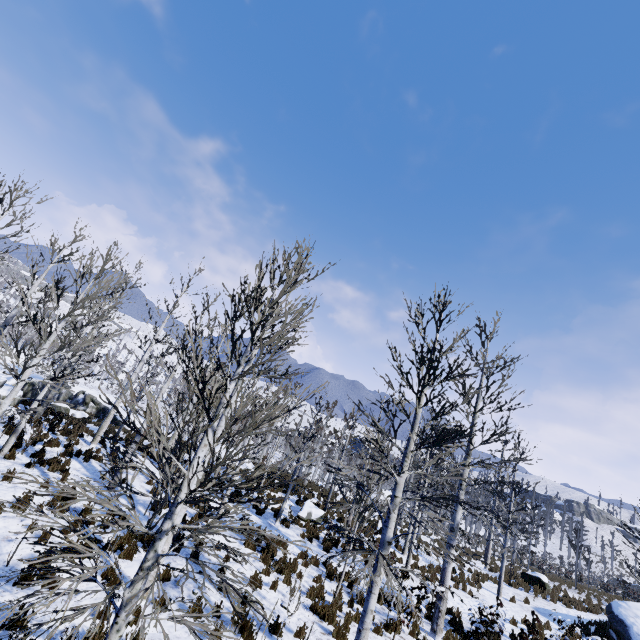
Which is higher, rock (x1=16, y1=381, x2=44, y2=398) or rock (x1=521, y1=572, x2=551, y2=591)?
rock (x1=521, y1=572, x2=551, y2=591)

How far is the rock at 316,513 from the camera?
17.1 meters

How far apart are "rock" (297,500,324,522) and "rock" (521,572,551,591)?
14.7m

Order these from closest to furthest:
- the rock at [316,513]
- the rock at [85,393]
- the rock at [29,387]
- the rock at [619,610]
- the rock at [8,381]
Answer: the rock at [619,610] → the rock at [8,381] → the rock at [316,513] → the rock at [29,387] → the rock at [85,393]

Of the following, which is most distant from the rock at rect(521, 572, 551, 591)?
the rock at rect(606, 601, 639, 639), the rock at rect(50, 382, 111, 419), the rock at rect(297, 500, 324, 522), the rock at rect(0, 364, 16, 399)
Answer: the rock at rect(50, 382, 111, 419)

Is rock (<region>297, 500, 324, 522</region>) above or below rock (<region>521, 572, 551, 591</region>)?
below

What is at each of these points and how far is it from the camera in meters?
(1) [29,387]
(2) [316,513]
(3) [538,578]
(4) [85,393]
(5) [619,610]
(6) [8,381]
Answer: (1) rock, 20.3 m
(2) rock, 17.5 m
(3) rock, 20.4 m
(4) rock, 36.1 m
(5) rock, 15.1 m
(6) rock, 19.4 m

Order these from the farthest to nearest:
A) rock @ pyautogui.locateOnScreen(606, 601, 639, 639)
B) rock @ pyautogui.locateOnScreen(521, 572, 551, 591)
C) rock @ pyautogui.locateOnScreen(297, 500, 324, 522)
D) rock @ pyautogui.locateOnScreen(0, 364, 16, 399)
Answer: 1. rock @ pyautogui.locateOnScreen(521, 572, 551, 591)
2. rock @ pyautogui.locateOnScreen(297, 500, 324, 522)
3. rock @ pyautogui.locateOnScreen(0, 364, 16, 399)
4. rock @ pyautogui.locateOnScreen(606, 601, 639, 639)
